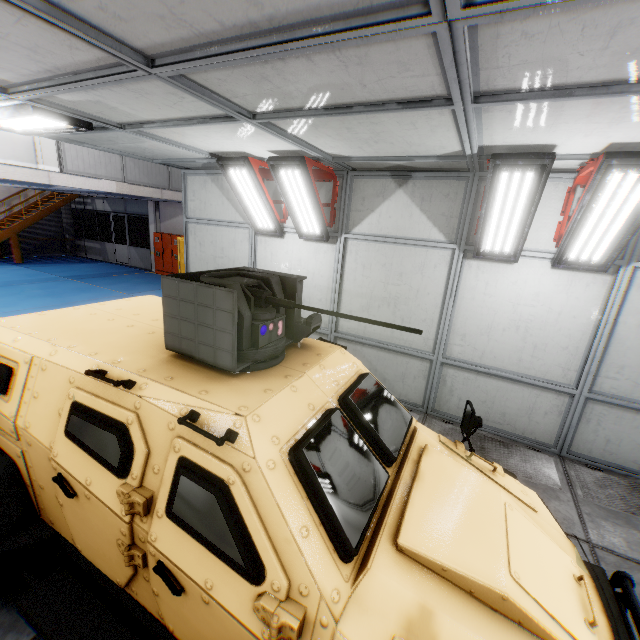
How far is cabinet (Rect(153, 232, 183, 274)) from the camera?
16.5m

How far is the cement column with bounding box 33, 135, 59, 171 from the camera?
9.64m

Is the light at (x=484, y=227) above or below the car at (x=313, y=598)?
above

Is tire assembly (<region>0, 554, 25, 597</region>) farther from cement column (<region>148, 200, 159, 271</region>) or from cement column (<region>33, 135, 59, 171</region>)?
cement column (<region>148, 200, 159, 271</region>)

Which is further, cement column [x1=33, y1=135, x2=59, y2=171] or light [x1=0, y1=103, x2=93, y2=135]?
cement column [x1=33, y1=135, x2=59, y2=171]

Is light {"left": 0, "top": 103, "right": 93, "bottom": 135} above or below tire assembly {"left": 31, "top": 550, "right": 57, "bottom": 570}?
above

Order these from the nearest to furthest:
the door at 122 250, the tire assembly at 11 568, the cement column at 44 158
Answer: the tire assembly at 11 568, the cement column at 44 158, the door at 122 250

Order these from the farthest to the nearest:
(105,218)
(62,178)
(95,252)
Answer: (105,218), (95,252), (62,178)
